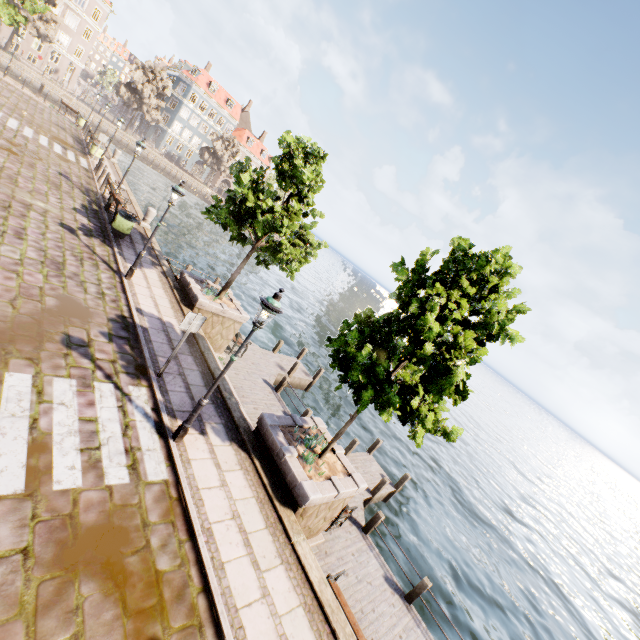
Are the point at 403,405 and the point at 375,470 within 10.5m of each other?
yes

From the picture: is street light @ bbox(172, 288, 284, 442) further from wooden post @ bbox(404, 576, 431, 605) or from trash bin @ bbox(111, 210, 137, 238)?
trash bin @ bbox(111, 210, 137, 238)

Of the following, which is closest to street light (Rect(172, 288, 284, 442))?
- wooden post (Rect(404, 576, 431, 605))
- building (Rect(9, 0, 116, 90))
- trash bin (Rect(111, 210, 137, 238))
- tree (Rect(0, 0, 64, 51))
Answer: tree (Rect(0, 0, 64, 51))

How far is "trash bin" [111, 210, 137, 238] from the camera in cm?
1335

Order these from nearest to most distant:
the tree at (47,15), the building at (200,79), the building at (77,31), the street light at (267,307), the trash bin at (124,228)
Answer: the street light at (267,307)
the trash bin at (124,228)
the tree at (47,15)
the building at (77,31)
the building at (200,79)

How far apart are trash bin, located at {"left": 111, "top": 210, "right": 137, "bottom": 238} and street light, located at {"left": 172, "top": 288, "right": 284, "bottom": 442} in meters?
10.6

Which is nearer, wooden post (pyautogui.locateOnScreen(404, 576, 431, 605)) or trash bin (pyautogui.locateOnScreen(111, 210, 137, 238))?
wooden post (pyautogui.locateOnScreen(404, 576, 431, 605))

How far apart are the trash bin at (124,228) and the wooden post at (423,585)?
16.34m
